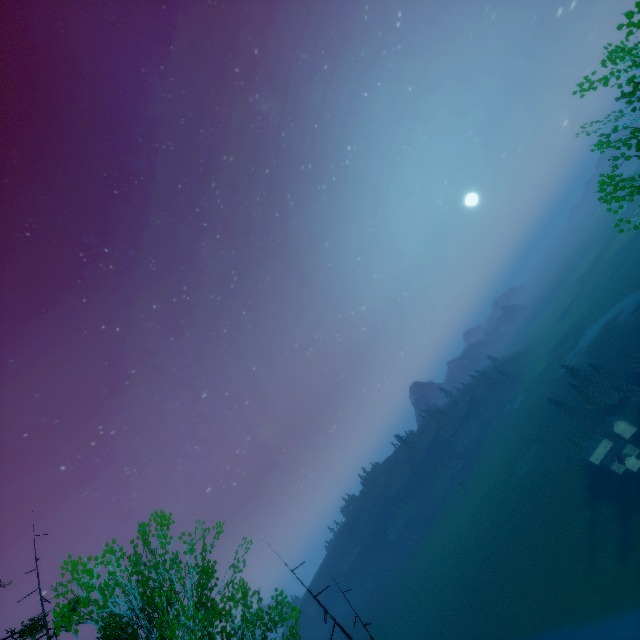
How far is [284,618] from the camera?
10.5 meters
